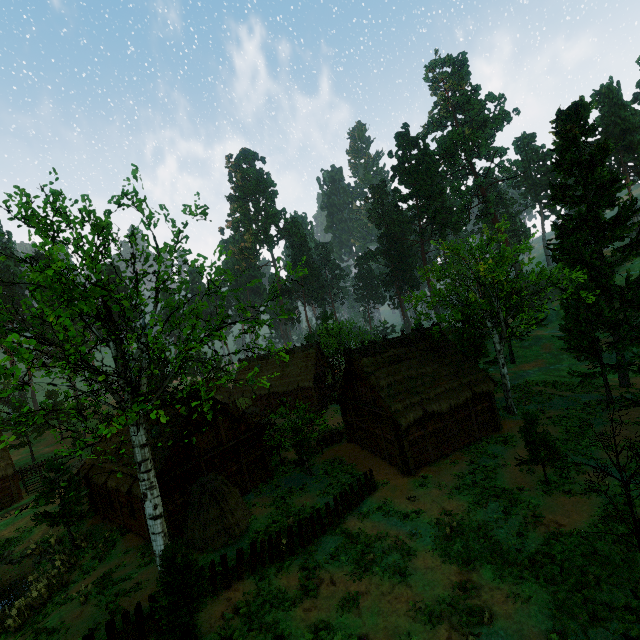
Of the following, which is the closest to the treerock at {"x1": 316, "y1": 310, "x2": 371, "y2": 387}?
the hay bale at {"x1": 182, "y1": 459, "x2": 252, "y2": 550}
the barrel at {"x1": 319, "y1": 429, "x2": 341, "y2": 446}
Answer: the barrel at {"x1": 319, "y1": 429, "x2": 341, "y2": 446}

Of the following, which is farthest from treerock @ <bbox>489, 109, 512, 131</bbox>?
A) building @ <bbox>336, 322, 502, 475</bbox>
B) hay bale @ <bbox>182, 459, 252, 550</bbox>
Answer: hay bale @ <bbox>182, 459, 252, 550</bbox>

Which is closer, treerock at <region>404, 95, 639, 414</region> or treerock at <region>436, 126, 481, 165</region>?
treerock at <region>404, 95, 639, 414</region>

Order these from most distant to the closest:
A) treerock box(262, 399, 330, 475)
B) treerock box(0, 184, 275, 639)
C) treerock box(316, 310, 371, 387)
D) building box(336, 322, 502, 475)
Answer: treerock box(316, 310, 371, 387)
treerock box(262, 399, 330, 475)
building box(336, 322, 502, 475)
treerock box(0, 184, 275, 639)

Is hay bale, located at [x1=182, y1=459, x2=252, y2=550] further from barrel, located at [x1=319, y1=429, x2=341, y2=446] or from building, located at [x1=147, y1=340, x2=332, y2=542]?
barrel, located at [x1=319, y1=429, x2=341, y2=446]

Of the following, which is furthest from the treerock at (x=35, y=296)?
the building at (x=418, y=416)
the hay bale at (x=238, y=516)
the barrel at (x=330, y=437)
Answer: the hay bale at (x=238, y=516)

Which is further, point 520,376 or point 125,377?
point 520,376

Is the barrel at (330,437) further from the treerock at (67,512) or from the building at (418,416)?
the treerock at (67,512)
